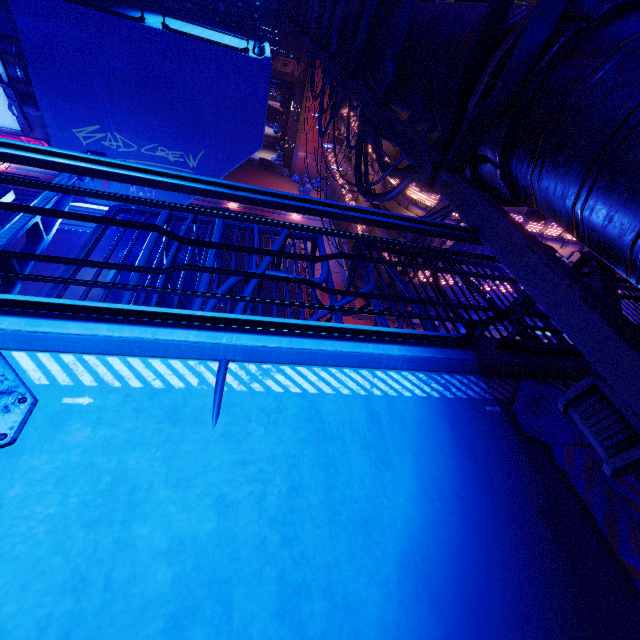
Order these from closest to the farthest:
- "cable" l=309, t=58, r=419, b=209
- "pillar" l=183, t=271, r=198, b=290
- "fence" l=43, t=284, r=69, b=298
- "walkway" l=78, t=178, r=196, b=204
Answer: "fence" l=43, t=284, r=69, b=298 → "cable" l=309, t=58, r=419, b=209 → "walkway" l=78, t=178, r=196, b=204 → "pillar" l=183, t=271, r=198, b=290

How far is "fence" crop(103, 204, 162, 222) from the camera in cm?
414

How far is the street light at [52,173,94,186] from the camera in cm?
383

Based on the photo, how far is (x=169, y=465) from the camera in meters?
2.1 m

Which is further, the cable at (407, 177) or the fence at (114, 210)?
the cable at (407, 177)

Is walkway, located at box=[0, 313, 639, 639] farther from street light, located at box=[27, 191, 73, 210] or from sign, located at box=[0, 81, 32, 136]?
sign, located at box=[0, 81, 32, 136]

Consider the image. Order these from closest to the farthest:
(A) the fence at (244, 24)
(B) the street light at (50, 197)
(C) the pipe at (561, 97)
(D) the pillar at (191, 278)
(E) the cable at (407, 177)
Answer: (C) the pipe at (561, 97), (B) the street light at (50, 197), (E) the cable at (407, 177), (A) the fence at (244, 24), (D) the pillar at (191, 278)

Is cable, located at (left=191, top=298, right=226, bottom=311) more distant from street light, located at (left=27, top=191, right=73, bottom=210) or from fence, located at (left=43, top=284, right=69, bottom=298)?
street light, located at (left=27, top=191, right=73, bottom=210)
